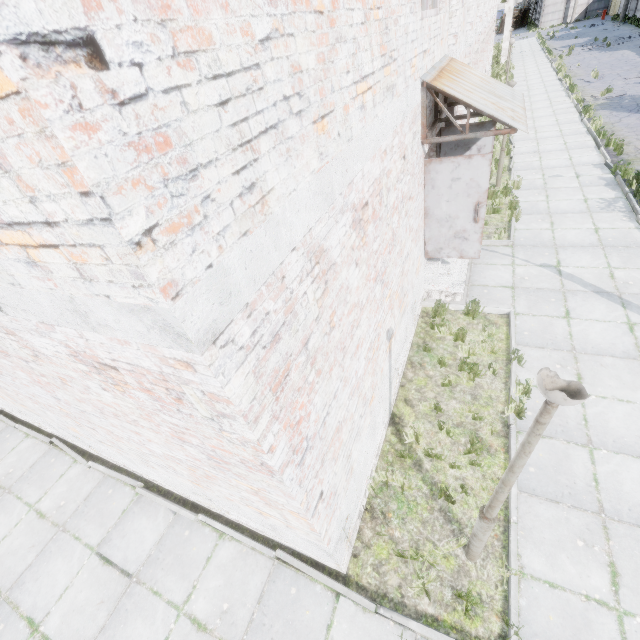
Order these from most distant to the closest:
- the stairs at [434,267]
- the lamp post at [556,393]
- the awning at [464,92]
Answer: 1. the stairs at [434,267]
2. the awning at [464,92]
3. the lamp post at [556,393]

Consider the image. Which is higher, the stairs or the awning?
the awning

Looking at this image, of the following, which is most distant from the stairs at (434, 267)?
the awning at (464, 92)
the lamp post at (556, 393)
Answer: the lamp post at (556, 393)

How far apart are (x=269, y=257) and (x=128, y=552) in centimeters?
583cm

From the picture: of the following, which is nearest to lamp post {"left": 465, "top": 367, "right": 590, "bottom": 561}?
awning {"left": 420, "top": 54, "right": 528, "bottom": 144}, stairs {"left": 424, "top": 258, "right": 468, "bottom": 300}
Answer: awning {"left": 420, "top": 54, "right": 528, "bottom": 144}

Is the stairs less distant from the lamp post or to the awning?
the awning
